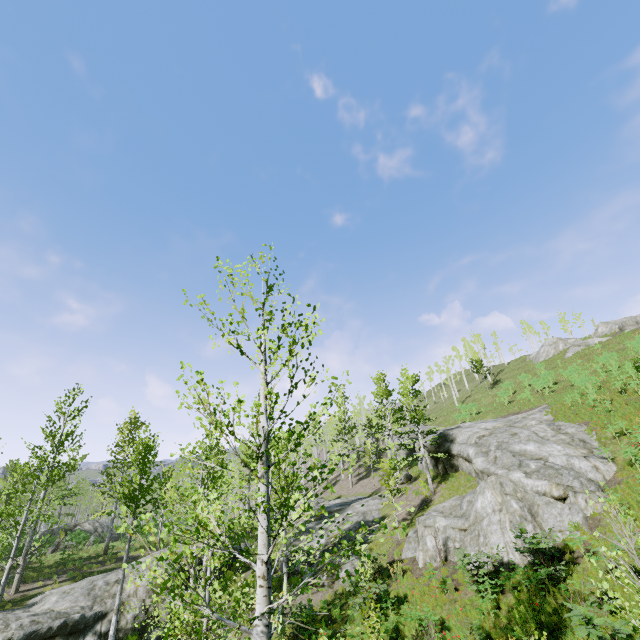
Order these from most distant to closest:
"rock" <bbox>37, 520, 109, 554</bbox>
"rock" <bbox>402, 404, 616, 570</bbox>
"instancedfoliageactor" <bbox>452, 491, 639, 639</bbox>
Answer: "rock" <bbox>37, 520, 109, 554</bbox> < "rock" <bbox>402, 404, 616, 570</bbox> < "instancedfoliageactor" <bbox>452, 491, 639, 639</bbox>

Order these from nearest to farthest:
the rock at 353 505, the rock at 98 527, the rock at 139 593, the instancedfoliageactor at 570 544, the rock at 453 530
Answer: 1. the instancedfoliageactor at 570 544
2. the rock at 453 530
3. the rock at 139 593
4. the rock at 353 505
5. the rock at 98 527

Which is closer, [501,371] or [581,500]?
[581,500]

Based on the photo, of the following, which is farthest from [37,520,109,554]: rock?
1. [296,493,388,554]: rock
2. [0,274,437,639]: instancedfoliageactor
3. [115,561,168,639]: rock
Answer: [296,493,388,554]: rock

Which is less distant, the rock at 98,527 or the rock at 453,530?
the rock at 453,530

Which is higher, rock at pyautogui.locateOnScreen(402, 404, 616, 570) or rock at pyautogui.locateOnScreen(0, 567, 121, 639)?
rock at pyautogui.locateOnScreen(402, 404, 616, 570)

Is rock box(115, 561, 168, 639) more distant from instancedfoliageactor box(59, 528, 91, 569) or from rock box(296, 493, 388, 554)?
rock box(296, 493, 388, 554)

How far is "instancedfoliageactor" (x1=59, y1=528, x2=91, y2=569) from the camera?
22.5 meters
